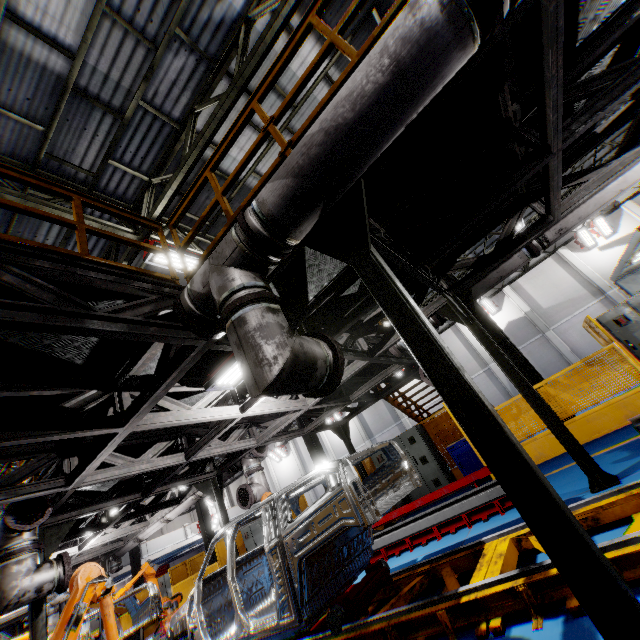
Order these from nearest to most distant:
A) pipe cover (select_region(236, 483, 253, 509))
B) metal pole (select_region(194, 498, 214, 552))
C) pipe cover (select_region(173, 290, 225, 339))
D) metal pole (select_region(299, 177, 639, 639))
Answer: metal pole (select_region(299, 177, 639, 639))
pipe cover (select_region(173, 290, 225, 339))
pipe cover (select_region(236, 483, 253, 509))
metal pole (select_region(194, 498, 214, 552))

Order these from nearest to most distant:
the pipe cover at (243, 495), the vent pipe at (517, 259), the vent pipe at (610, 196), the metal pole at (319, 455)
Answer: the vent pipe at (610, 196) < the vent pipe at (517, 259) < the pipe cover at (243, 495) < the metal pole at (319, 455)

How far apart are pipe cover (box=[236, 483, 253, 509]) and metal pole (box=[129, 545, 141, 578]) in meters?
17.1

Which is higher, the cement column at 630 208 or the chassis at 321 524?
the cement column at 630 208

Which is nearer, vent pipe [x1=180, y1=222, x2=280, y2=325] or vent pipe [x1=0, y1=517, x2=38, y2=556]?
vent pipe [x1=180, y1=222, x2=280, y2=325]

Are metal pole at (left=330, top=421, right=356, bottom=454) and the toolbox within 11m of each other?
yes

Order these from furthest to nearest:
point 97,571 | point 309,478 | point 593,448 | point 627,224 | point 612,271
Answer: point 627,224, point 612,271, point 593,448, point 97,571, point 309,478

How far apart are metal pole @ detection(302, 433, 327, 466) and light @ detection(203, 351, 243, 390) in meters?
7.8
